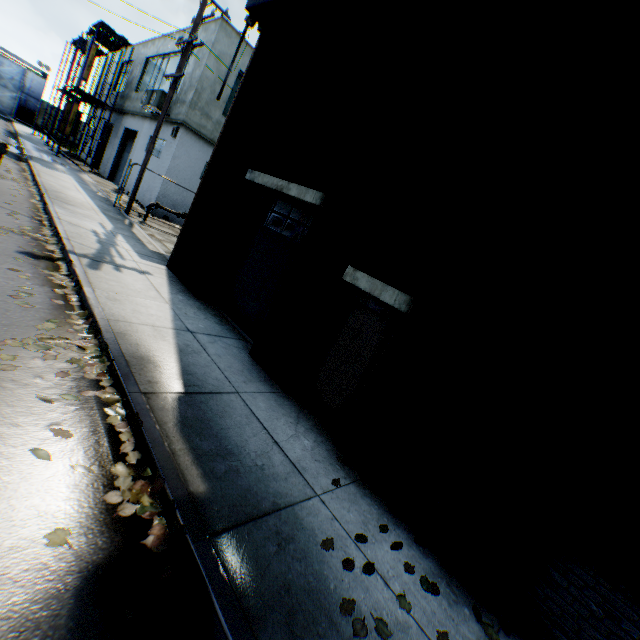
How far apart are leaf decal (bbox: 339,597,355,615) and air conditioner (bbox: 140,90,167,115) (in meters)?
21.41

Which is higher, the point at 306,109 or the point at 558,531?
the point at 306,109

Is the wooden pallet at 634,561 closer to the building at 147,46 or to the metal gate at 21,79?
the building at 147,46

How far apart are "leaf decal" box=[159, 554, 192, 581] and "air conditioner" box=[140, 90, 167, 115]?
20.7 meters

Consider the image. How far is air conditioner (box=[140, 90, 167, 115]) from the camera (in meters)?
16.77

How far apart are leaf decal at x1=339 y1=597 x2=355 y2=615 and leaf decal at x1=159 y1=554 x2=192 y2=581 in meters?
1.2 m

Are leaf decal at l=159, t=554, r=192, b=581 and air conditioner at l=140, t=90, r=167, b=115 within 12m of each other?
no

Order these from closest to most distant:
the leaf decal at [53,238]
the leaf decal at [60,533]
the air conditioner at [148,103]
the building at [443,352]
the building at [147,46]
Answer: the leaf decal at [60,533], the building at [443,352], the leaf decal at [53,238], the air conditioner at [148,103], the building at [147,46]
